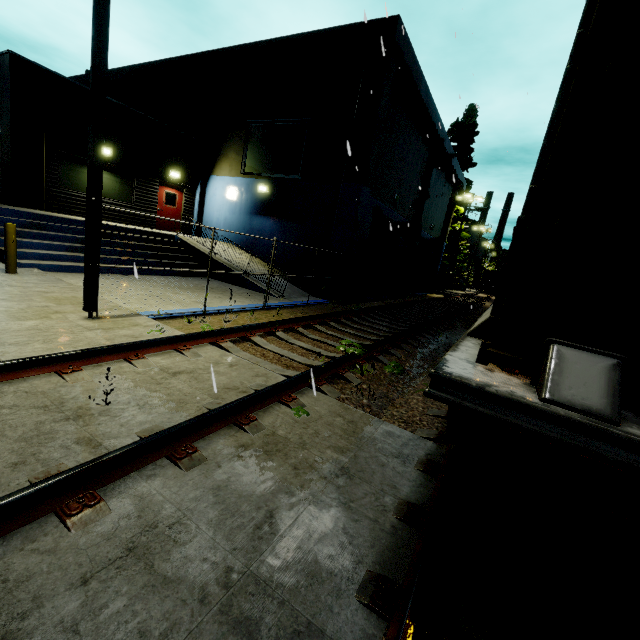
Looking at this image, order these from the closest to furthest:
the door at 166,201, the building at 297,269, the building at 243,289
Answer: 1. the building at 243,289
2. the building at 297,269
3. the door at 166,201

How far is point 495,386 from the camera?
1.5m

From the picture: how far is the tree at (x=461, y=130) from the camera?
32.6 meters

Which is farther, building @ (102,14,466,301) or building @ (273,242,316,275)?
building @ (273,242,316,275)

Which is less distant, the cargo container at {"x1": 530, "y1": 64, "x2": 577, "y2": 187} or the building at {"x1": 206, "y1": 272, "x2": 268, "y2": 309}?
the cargo container at {"x1": 530, "y1": 64, "x2": 577, "y2": 187}

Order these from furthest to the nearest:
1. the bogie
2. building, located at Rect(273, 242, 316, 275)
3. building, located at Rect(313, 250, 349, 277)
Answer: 1. building, located at Rect(273, 242, 316, 275)
2. building, located at Rect(313, 250, 349, 277)
3. the bogie

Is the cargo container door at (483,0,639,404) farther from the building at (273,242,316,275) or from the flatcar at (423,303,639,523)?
the building at (273,242,316,275)

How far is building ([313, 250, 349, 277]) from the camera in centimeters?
1408cm
